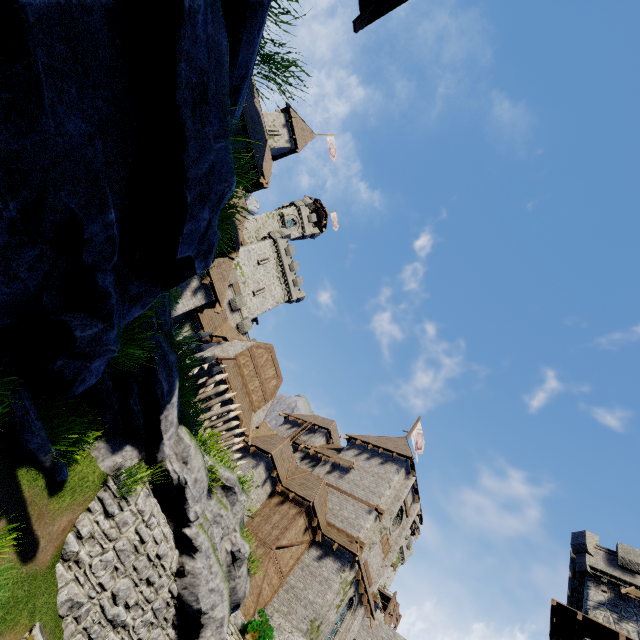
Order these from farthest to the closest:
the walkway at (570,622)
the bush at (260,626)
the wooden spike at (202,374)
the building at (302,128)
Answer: the walkway at (570,622) → the bush at (260,626) → the building at (302,128) → the wooden spike at (202,374)

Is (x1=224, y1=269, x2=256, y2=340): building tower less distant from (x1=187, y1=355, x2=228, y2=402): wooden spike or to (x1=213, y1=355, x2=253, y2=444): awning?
(x1=213, y1=355, x2=253, y2=444): awning

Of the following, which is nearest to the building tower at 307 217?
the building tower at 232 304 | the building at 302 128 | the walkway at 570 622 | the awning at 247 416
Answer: the building tower at 232 304

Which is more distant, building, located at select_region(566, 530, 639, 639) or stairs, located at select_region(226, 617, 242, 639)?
building, located at select_region(566, 530, 639, 639)

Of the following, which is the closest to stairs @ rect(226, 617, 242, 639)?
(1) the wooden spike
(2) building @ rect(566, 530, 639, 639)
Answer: (1) the wooden spike

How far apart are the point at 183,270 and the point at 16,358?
3.0 meters

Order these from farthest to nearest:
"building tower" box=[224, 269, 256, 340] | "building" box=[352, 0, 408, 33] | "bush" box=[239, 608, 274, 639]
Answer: "building tower" box=[224, 269, 256, 340]
"bush" box=[239, 608, 274, 639]
"building" box=[352, 0, 408, 33]

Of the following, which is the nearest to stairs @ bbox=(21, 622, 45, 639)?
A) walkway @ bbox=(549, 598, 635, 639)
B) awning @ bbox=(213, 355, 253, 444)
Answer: awning @ bbox=(213, 355, 253, 444)
